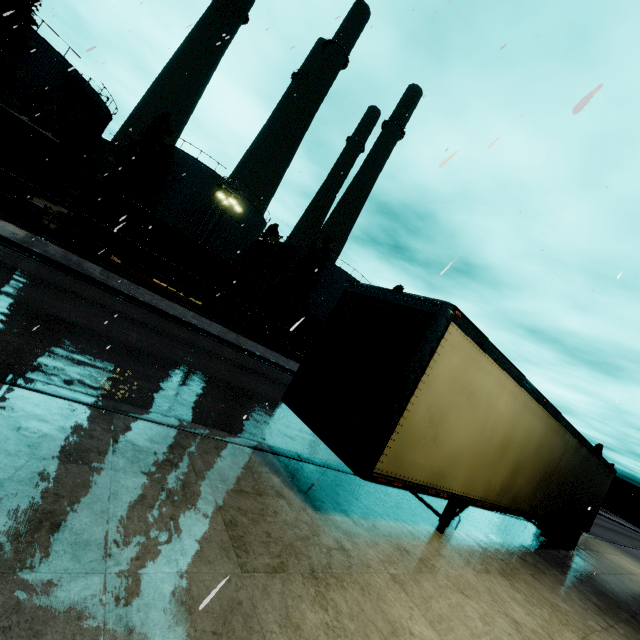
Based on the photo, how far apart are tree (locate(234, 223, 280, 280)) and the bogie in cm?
1878

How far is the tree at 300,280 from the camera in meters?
38.5

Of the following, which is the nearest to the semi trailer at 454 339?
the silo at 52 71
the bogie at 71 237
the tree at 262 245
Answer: the silo at 52 71

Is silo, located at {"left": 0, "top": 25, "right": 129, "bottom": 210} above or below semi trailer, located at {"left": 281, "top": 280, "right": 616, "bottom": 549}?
above

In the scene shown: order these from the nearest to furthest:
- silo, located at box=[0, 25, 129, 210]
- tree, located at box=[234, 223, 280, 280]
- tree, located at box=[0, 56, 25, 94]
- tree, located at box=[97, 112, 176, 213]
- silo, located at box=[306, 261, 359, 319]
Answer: tree, located at box=[0, 56, 25, 94], silo, located at box=[0, 25, 129, 210], tree, located at box=[97, 112, 176, 213], tree, located at box=[234, 223, 280, 280], silo, located at box=[306, 261, 359, 319]

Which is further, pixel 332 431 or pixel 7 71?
pixel 7 71

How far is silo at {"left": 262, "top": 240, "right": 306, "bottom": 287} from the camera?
47.8 meters

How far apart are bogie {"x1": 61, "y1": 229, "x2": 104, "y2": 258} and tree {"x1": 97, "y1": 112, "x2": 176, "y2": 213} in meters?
14.5 m
